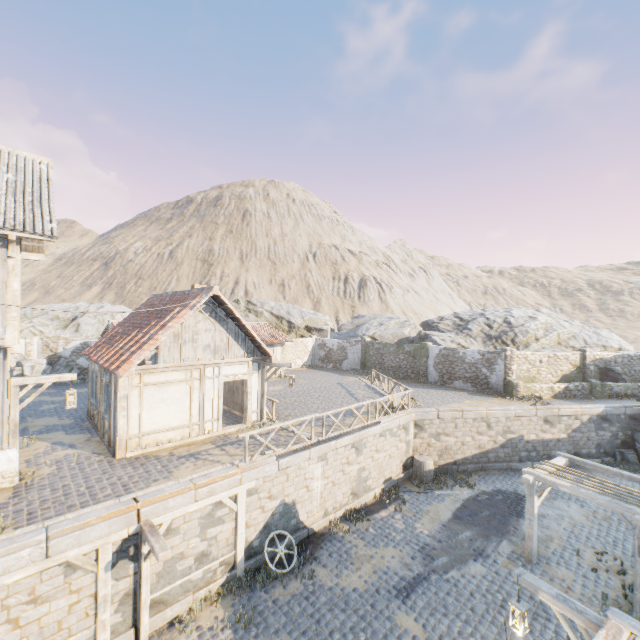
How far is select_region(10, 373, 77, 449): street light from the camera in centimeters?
916cm

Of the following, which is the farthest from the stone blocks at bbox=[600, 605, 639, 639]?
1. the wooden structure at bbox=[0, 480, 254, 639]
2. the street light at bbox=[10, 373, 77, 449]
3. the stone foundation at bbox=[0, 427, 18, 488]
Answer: the street light at bbox=[10, 373, 77, 449]

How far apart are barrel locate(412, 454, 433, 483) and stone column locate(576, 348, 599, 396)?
13.53m

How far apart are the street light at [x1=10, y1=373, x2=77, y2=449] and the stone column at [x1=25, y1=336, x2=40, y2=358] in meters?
18.2 m

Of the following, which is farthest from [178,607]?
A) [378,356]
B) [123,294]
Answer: [123,294]

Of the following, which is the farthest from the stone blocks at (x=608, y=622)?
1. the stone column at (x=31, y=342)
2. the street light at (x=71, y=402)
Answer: the stone column at (x=31, y=342)

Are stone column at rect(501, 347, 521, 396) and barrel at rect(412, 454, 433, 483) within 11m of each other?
yes

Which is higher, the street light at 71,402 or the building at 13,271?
the building at 13,271
